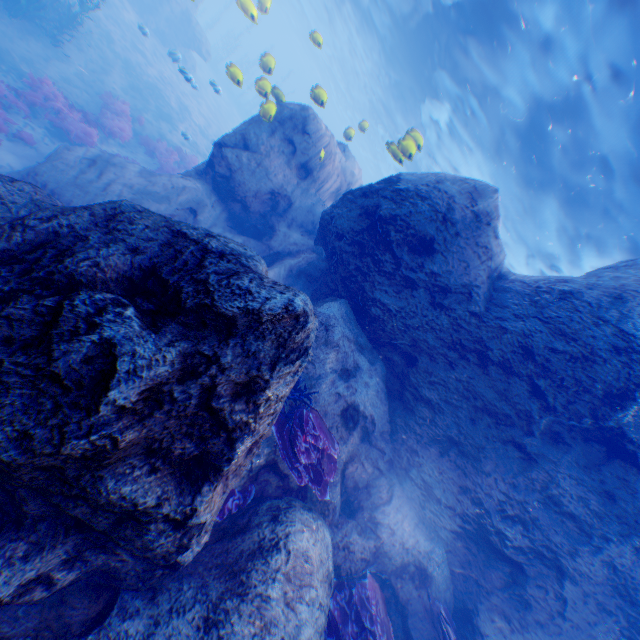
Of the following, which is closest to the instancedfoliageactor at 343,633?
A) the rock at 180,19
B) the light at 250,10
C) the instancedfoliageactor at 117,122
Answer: the rock at 180,19

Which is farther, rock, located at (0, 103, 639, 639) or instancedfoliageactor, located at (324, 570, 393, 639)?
instancedfoliageactor, located at (324, 570, 393, 639)

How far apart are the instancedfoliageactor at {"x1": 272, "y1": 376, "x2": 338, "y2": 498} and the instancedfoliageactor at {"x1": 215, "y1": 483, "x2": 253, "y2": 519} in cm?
67

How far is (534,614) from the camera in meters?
5.6

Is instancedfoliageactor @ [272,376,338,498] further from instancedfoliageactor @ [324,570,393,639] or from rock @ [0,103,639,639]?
instancedfoliageactor @ [324,570,393,639]

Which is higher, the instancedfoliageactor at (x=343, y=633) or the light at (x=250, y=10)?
the light at (x=250, y=10)

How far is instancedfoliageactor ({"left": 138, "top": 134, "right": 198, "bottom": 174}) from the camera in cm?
1461

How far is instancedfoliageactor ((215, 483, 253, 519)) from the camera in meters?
4.3
